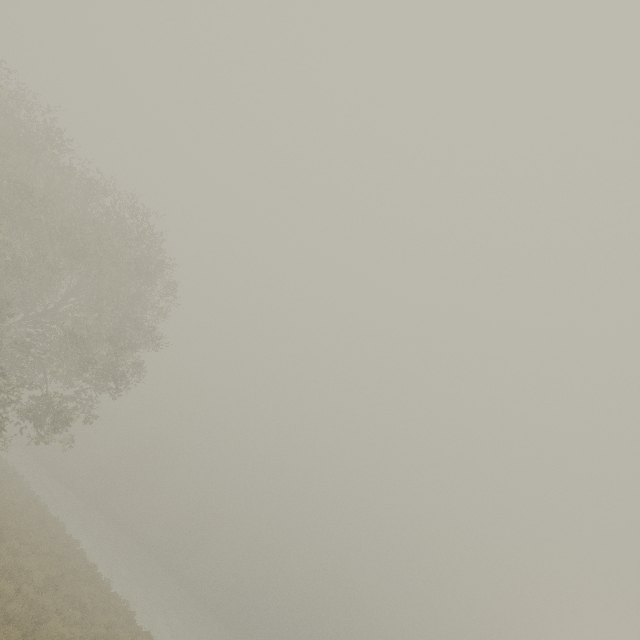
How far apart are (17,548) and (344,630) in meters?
67.1
